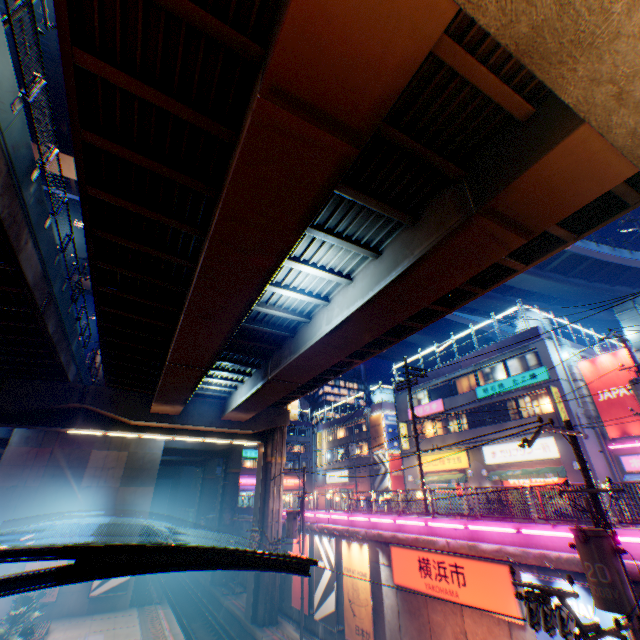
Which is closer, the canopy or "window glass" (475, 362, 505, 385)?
the canopy

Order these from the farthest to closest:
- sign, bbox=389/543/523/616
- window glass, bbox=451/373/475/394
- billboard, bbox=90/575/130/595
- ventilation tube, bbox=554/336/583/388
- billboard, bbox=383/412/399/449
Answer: billboard, bbox=383/412/399/449
window glass, bbox=451/373/475/394
billboard, bbox=90/575/130/595
ventilation tube, bbox=554/336/583/388
sign, bbox=389/543/523/616

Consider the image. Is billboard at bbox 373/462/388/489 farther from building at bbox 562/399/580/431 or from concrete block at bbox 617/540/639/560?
concrete block at bbox 617/540/639/560

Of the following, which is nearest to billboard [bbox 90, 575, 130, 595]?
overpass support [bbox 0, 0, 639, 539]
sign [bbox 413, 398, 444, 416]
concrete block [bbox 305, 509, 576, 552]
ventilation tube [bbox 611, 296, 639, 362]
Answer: overpass support [bbox 0, 0, 639, 539]

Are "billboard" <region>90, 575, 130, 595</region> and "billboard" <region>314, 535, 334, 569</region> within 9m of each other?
no

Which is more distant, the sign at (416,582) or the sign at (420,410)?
the sign at (420,410)

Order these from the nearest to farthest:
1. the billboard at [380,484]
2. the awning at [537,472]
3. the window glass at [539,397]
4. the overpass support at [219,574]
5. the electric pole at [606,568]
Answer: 1. the electric pole at [606,568]
2. the awning at [537,472]
3. the window glass at [539,397]
4. the overpass support at [219,574]
5. the billboard at [380,484]

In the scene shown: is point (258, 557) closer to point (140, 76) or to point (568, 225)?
point (140, 76)
